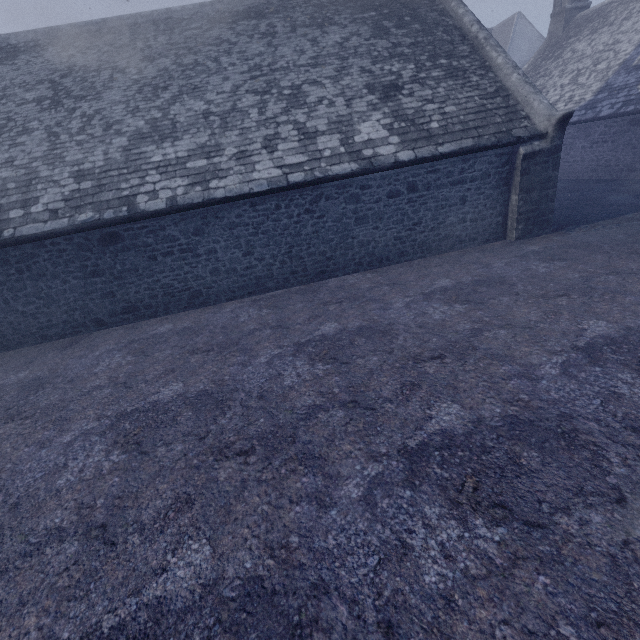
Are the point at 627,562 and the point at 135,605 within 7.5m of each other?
yes
